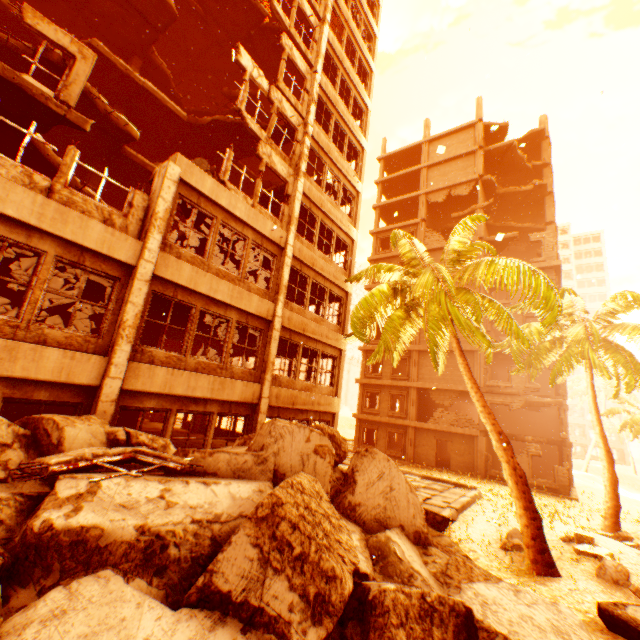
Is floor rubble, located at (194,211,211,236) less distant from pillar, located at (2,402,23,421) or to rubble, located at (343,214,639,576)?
rubble, located at (343,214,639,576)

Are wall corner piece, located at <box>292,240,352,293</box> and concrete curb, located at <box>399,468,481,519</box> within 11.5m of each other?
yes

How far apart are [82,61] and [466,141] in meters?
31.2 m

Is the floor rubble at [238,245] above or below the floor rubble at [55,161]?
above

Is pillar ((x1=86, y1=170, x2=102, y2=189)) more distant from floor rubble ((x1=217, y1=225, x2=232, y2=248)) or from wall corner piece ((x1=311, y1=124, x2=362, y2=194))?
wall corner piece ((x1=311, y1=124, x2=362, y2=194))

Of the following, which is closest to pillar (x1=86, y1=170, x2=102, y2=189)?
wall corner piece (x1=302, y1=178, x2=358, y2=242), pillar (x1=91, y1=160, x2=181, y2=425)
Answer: pillar (x1=91, y1=160, x2=181, y2=425)

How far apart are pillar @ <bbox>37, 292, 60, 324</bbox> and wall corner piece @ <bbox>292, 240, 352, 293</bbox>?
9.16m

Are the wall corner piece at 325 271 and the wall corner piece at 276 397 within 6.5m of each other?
yes
